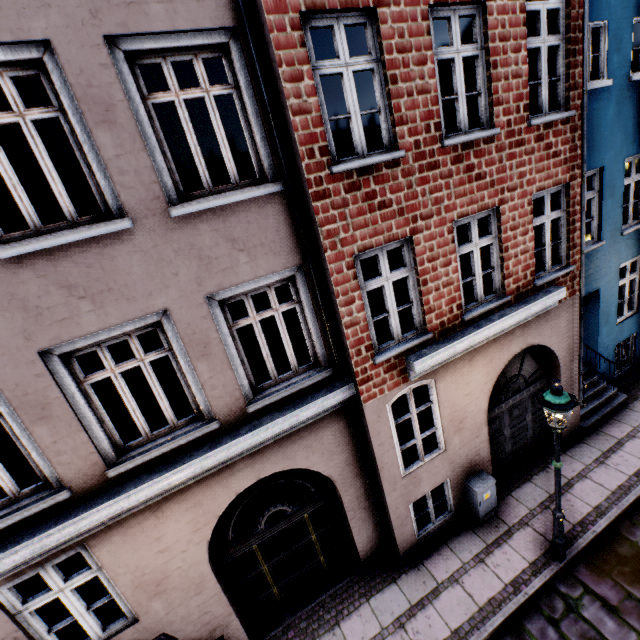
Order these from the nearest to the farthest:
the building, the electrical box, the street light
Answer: the building < the street light < the electrical box

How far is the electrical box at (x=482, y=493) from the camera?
6.8m

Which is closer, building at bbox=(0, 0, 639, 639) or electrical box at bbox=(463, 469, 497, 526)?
building at bbox=(0, 0, 639, 639)

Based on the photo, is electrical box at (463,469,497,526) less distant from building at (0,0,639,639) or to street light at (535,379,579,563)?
building at (0,0,639,639)

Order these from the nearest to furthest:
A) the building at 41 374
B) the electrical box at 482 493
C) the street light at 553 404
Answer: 1. the building at 41 374
2. the street light at 553 404
3. the electrical box at 482 493

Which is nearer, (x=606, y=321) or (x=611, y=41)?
(x=611, y=41)

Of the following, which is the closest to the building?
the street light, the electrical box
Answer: the electrical box

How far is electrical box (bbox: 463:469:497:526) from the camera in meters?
6.8 m
